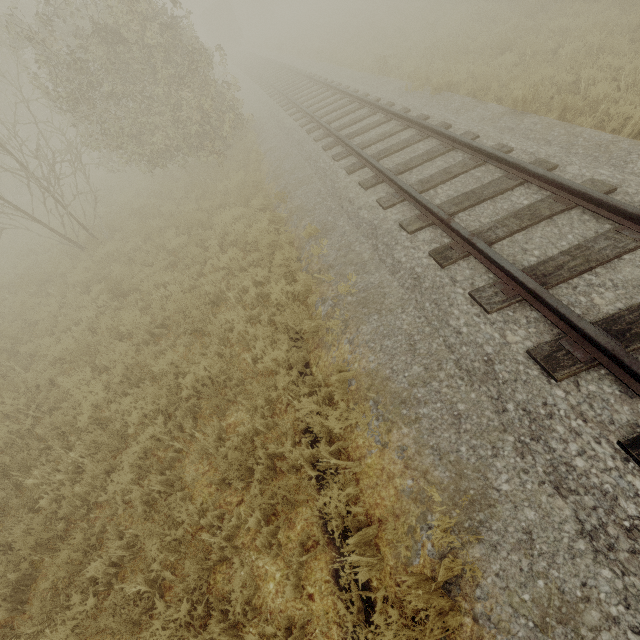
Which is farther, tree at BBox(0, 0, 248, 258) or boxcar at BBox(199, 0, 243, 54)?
boxcar at BBox(199, 0, 243, 54)

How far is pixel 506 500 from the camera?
2.6 meters

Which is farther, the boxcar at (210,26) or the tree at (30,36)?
the boxcar at (210,26)
